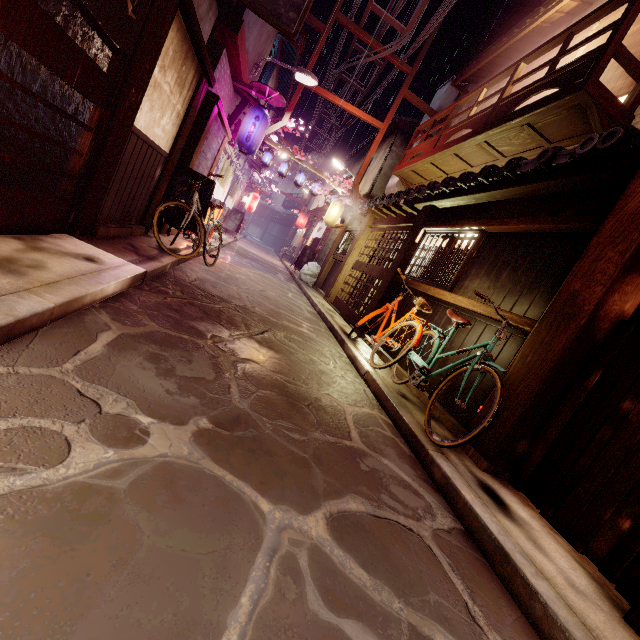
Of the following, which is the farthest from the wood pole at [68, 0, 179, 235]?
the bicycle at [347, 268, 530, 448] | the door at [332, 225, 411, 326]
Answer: the door at [332, 225, 411, 326]

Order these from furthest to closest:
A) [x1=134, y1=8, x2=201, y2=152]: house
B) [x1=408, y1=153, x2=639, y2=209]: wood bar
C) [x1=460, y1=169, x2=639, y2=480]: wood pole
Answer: → [x1=134, y1=8, x2=201, y2=152]: house, [x1=408, y1=153, x2=639, y2=209]: wood bar, [x1=460, y1=169, x2=639, y2=480]: wood pole

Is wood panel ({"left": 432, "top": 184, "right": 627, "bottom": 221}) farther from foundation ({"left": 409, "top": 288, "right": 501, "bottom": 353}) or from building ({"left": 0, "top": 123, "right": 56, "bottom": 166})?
building ({"left": 0, "top": 123, "right": 56, "bottom": 166})

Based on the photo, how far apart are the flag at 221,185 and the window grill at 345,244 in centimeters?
837cm

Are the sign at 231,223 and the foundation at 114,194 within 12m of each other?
A: no

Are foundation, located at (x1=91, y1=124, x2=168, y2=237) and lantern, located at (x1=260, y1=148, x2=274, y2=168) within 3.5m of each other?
no

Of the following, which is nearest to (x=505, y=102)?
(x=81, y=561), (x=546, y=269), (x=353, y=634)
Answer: (x=546, y=269)

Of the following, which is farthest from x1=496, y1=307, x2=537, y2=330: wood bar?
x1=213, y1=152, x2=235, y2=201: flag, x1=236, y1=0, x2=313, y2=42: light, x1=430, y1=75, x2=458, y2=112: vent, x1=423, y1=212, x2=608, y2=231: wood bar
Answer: x1=430, y1=75, x2=458, y2=112: vent
